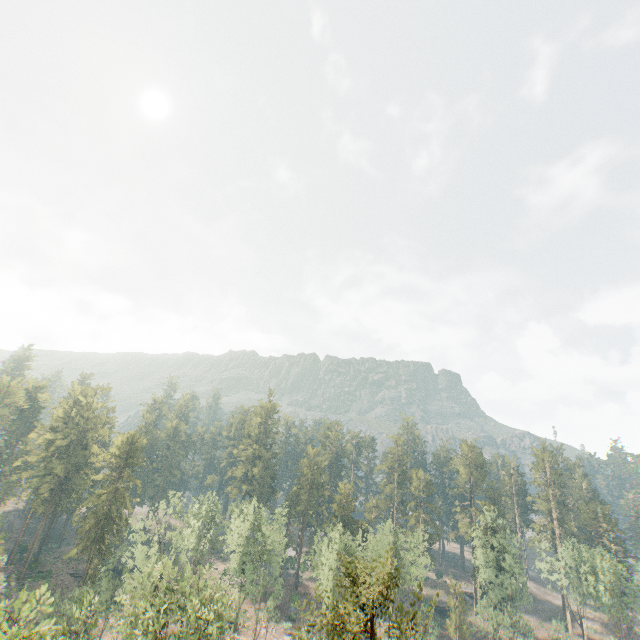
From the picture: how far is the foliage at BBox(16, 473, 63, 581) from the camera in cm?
5512

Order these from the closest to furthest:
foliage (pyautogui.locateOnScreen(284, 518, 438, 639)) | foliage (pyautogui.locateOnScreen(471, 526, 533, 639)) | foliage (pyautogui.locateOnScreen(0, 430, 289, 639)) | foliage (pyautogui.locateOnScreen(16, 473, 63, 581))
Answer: foliage (pyautogui.locateOnScreen(284, 518, 438, 639))
foliage (pyautogui.locateOnScreen(0, 430, 289, 639))
foliage (pyautogui.locateOnScreen(471, 526, 533, 639))
foliage (pyautogui.locateOnScreen(16, 473, 63, 581))

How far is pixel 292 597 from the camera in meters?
60.0 m

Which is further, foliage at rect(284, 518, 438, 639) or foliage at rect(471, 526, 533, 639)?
foliage at rect(471, 526, 533, 639)

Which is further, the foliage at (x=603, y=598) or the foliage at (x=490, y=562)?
the foliage at (x=603, y=598)
